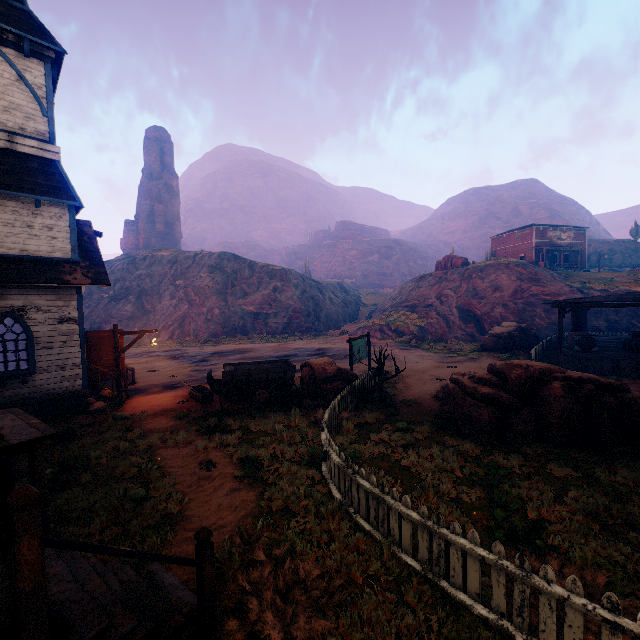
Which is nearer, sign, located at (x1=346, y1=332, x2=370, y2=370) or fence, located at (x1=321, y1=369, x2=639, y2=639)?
fence, located at (x1=321, y1=369, x2=639, y2=639)

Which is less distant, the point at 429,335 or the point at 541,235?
the point at 429,335

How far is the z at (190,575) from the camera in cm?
439

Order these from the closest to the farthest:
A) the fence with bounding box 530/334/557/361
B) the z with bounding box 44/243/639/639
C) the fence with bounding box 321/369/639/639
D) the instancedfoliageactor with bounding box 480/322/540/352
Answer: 1. the fence with bounding box 321/369/639/639
2. the z with bounding box 44/243/639/639
3. the fence with bounding box 530/334/557/361
4. the instancedfoliageactor with bounding box 480/322/540/352

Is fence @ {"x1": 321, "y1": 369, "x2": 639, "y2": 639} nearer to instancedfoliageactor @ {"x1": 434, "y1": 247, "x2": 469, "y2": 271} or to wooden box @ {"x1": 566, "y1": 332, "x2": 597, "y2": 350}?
wooden box @ {"x1": 566, "y1": 332, "x2": 597, "y2": 350}

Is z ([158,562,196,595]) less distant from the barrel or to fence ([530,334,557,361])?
fence ([530,334,557,361])

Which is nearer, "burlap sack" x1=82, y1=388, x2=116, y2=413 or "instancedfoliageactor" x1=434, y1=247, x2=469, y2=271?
"burlap sack" x1=82, y1=388, x2=116, y2=413

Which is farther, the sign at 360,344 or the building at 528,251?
the building at 528,251
